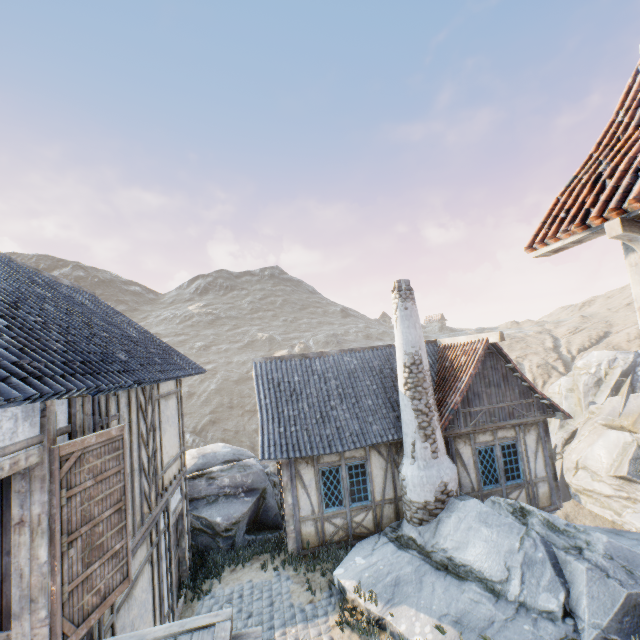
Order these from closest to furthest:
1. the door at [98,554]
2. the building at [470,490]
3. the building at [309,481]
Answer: the door at [98,554] → the building at [309,481] → the building at [470,490]

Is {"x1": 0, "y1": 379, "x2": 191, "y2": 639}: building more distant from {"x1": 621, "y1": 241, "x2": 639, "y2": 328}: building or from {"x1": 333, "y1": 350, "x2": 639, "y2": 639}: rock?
{"x1": 621, "y1": 241, "x2": 639, "y2": 328}: building

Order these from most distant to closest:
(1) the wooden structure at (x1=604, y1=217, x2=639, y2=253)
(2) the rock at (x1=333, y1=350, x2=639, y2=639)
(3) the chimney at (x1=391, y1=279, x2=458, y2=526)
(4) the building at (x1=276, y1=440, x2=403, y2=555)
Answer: (4) the building at (x1=276, y1=440, x2=403, y2=555) → (3) the chimney at (x1=391, y1=279, x2=458, y2=526) → (2) the rock at (x1=333, y1=350, x2=639, y2=639) → (1) the wooden structure at (x1=604, y1=217, x2=639, y2=253)

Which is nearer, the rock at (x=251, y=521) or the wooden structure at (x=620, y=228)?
the wooden structure at (x=620, y=228)

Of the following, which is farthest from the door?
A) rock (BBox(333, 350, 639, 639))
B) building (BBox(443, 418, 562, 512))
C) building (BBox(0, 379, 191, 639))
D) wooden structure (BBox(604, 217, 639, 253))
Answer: building (BBox(443, 418, 562, 512))

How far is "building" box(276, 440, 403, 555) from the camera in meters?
9.8 m

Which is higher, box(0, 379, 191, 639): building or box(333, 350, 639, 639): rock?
box(0, 379, 191, 639): building

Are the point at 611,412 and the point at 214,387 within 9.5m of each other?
no
